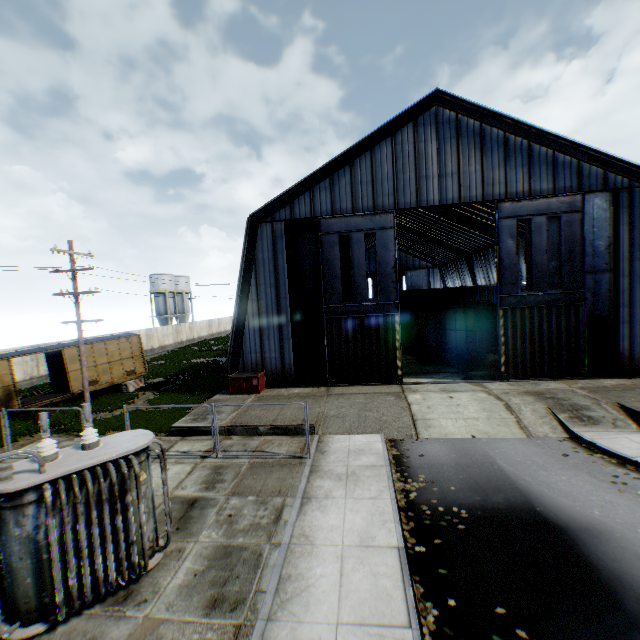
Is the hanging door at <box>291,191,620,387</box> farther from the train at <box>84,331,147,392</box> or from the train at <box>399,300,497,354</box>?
the train at <box>84,331,147,392</box>

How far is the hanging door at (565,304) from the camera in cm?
1806

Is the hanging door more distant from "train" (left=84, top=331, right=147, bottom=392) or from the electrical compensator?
"train" (left=84, top=331, right=147, bottom=392)

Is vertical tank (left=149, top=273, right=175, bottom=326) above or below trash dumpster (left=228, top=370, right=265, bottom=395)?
above

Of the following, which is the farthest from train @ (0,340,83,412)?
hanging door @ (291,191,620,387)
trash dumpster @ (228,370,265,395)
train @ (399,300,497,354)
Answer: train @ (399,300,497,354)

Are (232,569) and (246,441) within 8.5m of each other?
yes

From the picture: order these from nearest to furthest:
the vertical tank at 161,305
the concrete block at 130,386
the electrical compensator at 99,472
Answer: the electrical compensator at 99,472
the concrete block at 130,386
the vertical tank at 161,305

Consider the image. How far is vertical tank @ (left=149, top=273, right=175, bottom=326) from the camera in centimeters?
5784cm
